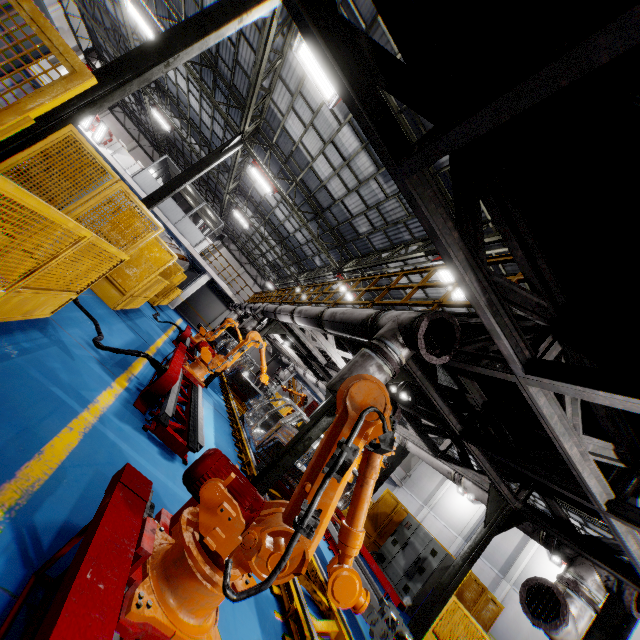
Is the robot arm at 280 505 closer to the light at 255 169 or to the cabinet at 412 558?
the light at 255 169

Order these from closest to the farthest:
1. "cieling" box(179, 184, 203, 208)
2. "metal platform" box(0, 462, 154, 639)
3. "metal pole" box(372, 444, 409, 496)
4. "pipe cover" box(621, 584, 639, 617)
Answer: "metal platform" box(0, 462, 154, 639)
"pipe cover" box(621, 584, 639, 617)
"metal pole" box(372, 444, 409, 496)
"cieling" box(179, 184, 203, 208)

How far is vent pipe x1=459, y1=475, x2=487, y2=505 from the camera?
6.4 meters

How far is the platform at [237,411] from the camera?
7.3 meters

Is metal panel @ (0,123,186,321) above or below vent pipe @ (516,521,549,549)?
below

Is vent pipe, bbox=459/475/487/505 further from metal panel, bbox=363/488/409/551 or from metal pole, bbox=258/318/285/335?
metal pole, bbox=258/318/285/335

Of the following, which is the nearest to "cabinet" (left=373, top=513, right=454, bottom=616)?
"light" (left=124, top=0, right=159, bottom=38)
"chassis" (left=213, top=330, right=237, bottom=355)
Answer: "chassis" (left=213, top=330, right=237, bottom=355)

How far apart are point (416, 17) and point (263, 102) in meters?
12.4 m
